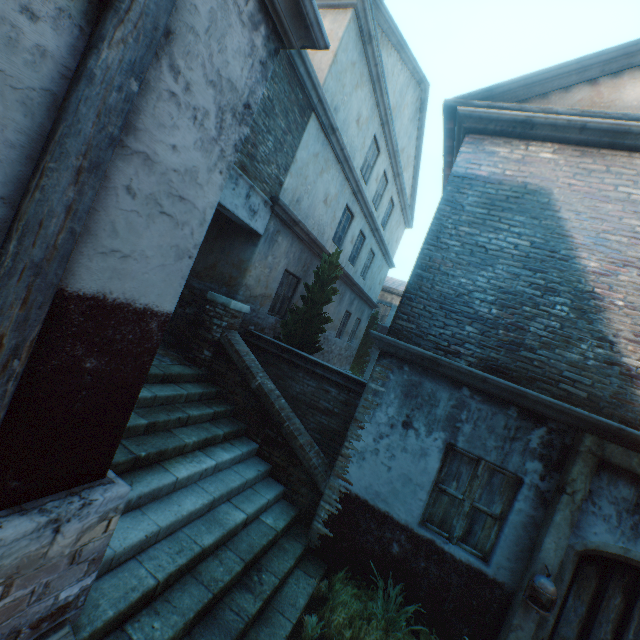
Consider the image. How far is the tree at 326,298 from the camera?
8.30m

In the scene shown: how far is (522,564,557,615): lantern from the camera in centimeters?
380cm

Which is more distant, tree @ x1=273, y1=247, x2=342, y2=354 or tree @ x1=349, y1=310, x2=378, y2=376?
tree @ x1=349, y1=310, x2=378, y2=376

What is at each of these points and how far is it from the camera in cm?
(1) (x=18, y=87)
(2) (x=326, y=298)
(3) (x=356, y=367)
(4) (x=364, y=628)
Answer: (1) building, 139
(2) tree, 848
(3) tree, 1886
(4) plants, 408

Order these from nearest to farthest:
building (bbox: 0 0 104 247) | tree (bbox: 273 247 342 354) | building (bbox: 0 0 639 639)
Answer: building (bbox: 0 0 104 247), building (bbox: 0 0 639 639), tree (bbox: 273 247 342 354)

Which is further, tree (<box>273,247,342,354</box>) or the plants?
tree (<box>273,247,342,354</box>)

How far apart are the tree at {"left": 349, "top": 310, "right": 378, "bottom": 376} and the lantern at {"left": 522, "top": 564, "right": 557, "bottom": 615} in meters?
14.4

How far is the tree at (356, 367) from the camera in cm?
1858
